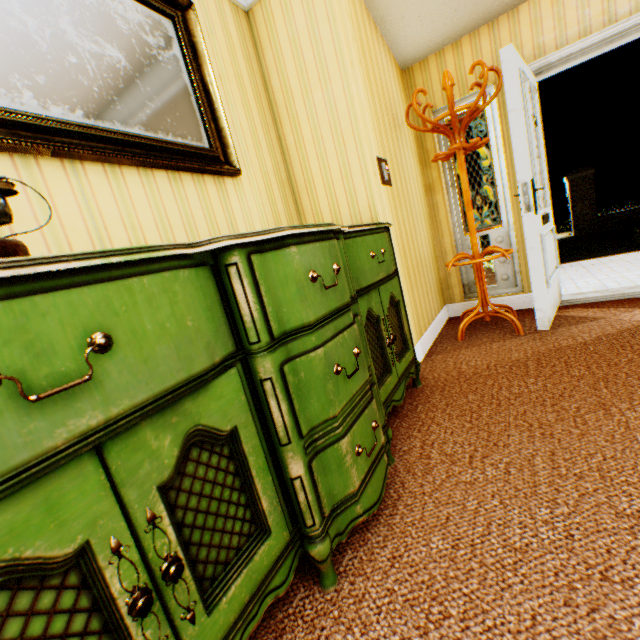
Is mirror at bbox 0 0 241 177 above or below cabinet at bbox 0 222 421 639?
above

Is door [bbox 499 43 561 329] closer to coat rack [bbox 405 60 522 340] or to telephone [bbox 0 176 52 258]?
coat rack [bbox 405 60 522 340]

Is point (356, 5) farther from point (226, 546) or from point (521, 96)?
point (226, 546)

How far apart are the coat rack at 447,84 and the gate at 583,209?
12.7m

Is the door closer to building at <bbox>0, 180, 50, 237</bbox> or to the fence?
building at <bbox>0, 180, 50, 237</bbox>

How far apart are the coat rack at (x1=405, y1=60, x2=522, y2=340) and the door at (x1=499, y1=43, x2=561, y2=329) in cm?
8

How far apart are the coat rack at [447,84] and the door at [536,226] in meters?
0.1

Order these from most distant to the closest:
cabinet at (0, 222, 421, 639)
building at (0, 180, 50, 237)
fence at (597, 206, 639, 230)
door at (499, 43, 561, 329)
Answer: fence at (597, 206, 639, 230), door at (499, 43, 561, 329), building at (0, 180, 50, 237), cabinet at (0, 222, 421, 639)
